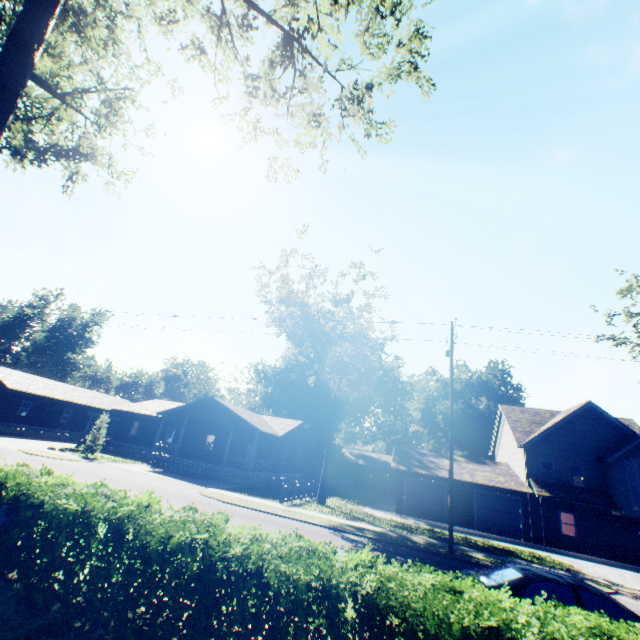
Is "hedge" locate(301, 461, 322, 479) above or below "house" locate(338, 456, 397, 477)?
below

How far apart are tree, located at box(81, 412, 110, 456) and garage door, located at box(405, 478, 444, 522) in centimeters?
2661cm

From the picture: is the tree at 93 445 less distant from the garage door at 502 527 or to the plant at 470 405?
the plant at 470 405

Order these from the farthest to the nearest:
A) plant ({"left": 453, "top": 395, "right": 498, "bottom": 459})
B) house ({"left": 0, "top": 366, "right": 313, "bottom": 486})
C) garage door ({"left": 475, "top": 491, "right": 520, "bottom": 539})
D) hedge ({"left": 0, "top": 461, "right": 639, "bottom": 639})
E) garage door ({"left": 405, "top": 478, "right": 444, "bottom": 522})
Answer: plant ({"left": 453, "top": 395, "right": 498, "bottom": 459}), house ({"left": 0, "top": 366, "right": 313, "bottom": 486}), garage door ({"left": 405, "top": 478, "right": 444, "bottom": 522}), garage door ({"left": 475, "top": 491, "right": 520, "bottom": 539}), hedge ({"left": 0, "top": 461, "right": 639, "bottom": 639})

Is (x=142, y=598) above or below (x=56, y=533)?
below

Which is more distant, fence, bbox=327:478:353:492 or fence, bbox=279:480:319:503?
fence, bbox=327:478:353:492

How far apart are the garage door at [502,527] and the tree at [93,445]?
31.9m

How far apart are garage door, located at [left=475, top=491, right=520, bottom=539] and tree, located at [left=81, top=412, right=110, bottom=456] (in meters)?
31.92
